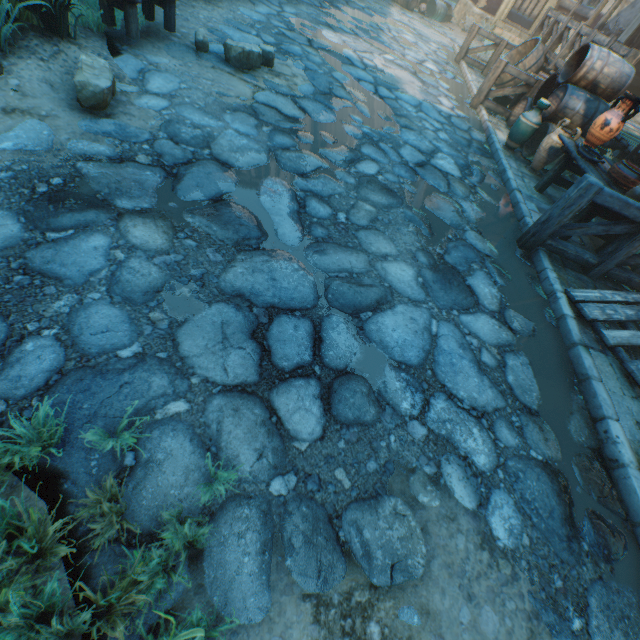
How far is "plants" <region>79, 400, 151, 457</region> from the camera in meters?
1.4

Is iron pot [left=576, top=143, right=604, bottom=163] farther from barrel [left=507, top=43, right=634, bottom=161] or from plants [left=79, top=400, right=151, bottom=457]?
plants [left=79, top=400, right=151, bottom=457]

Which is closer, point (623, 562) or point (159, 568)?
point (159, 568)

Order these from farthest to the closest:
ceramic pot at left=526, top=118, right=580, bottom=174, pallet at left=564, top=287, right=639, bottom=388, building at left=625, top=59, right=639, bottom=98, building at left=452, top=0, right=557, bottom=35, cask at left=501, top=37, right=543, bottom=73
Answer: building at left=452, top=0, right=557, bottom=35, building at left=625, top=59, right=639, bottom=98, cask at left=501, top=37, right=543, bottom=73, ceramic pot at left=526, top=118, right=580, bottom=174, pallet at left=564, top=287, right=639, bottom=388

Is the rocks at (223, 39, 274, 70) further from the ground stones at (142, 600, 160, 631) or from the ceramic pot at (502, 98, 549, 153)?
the ceramic pot at (502, 98, 549, 153)

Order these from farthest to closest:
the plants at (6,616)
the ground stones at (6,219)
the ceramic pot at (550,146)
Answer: the ceramic pot at (550,146)
the ground stones at (6,219)
the plants at (6,616)

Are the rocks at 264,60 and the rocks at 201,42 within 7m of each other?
yes

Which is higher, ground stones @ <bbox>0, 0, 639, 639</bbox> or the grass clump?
the grass clump
